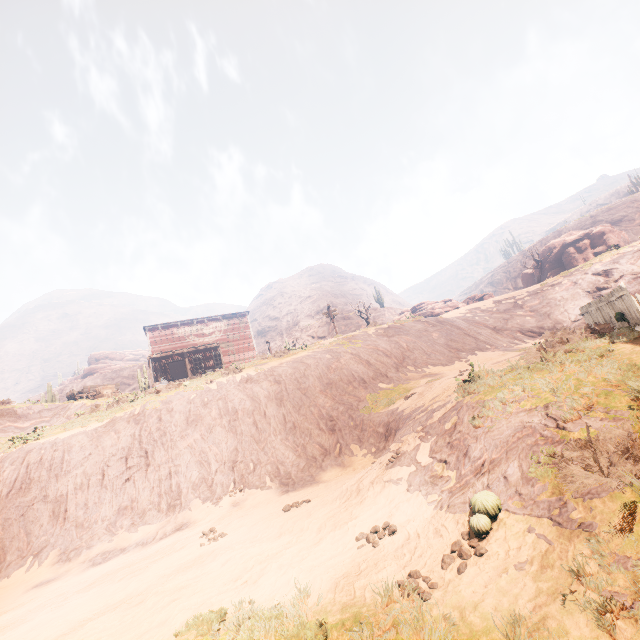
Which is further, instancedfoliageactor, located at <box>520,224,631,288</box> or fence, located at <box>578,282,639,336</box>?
instancedfoliageactor, located at <box>520,224,631,288</box>

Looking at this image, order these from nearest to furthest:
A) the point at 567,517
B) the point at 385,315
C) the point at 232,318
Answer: the point at 567,517 < the point at 232,318 < the point at 385,315

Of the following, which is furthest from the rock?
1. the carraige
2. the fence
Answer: the carraige

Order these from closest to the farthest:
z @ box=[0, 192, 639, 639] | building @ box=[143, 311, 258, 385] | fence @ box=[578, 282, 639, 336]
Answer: z @ box=[0, 192, 639, 639] < fence @ box=[578, 282, 639, 336] < building @ box=[143, 311, 258, 385]

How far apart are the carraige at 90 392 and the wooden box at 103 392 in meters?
0.0

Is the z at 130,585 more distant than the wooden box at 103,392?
No

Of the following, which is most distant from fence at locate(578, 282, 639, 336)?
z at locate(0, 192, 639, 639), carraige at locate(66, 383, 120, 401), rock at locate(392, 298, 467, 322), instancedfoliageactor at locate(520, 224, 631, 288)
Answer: carraige at locate(66, 383, 120, 401)

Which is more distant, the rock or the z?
the rock
